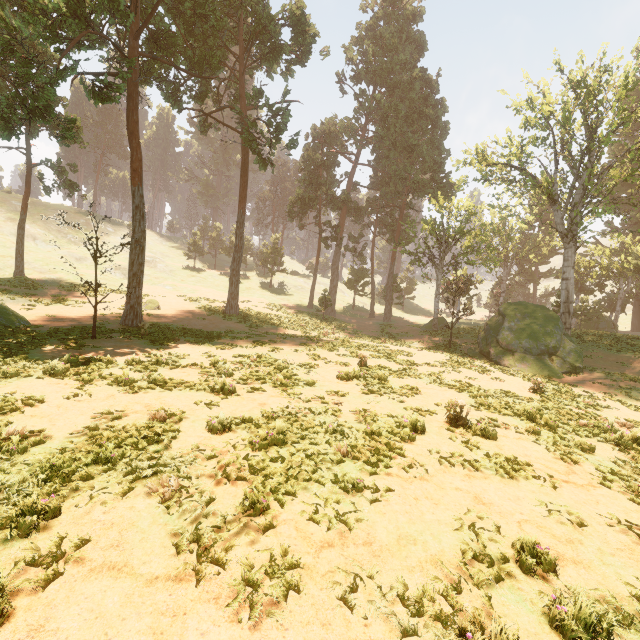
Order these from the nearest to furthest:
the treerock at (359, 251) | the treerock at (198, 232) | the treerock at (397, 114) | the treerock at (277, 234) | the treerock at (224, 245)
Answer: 1. the treerock at (224, 245)
2. the treerock at (397, 114)
3. the treerock at (359, 251)
4. the treerock at (277, 234)
5. the treerock at (198, 232)

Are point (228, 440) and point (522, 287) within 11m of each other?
no

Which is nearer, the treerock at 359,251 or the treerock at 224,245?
the treerock at 224,245

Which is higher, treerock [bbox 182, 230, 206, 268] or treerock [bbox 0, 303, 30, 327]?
treerock [bbox 182, 230, 206, 268]

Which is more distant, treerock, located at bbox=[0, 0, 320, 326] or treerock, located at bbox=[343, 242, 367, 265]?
treerock, located at bbox=[343, 242, 367, 265]
